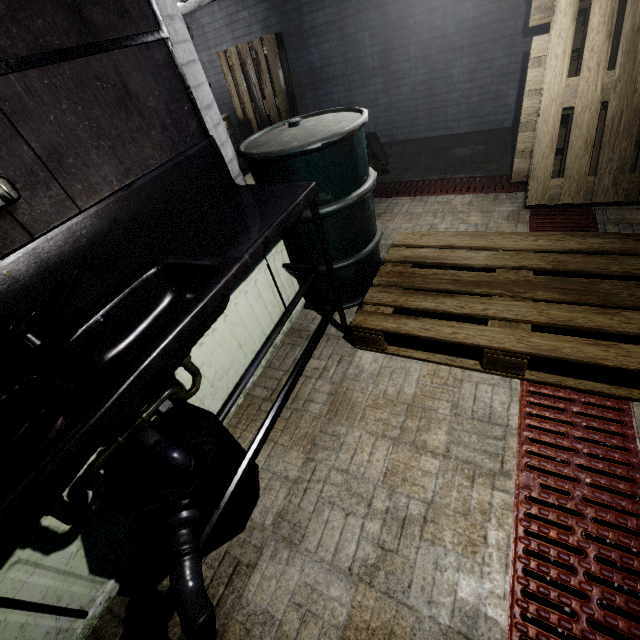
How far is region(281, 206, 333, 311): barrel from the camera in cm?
179

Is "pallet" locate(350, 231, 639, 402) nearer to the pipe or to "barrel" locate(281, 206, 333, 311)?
"barrel" locate(281, 206, 333, 311)

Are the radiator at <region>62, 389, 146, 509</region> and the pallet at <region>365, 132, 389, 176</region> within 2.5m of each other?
no

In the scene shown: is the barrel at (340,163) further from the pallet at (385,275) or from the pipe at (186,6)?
the pipe at (186,6)

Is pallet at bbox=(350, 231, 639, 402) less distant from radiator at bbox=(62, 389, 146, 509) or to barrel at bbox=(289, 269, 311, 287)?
barrel at bbox=(289, 269, 311, 287)

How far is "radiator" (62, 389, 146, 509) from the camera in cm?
107

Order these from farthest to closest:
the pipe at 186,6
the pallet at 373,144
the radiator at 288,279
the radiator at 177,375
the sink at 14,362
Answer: the pallet at 373,144
the pipe at 186,6
the radiator at 288,279
the radiator at 177,375
the sink at 14,362

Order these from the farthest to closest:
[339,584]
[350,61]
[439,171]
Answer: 1. [350,61]
2. [439,171]
3. [339,584]
